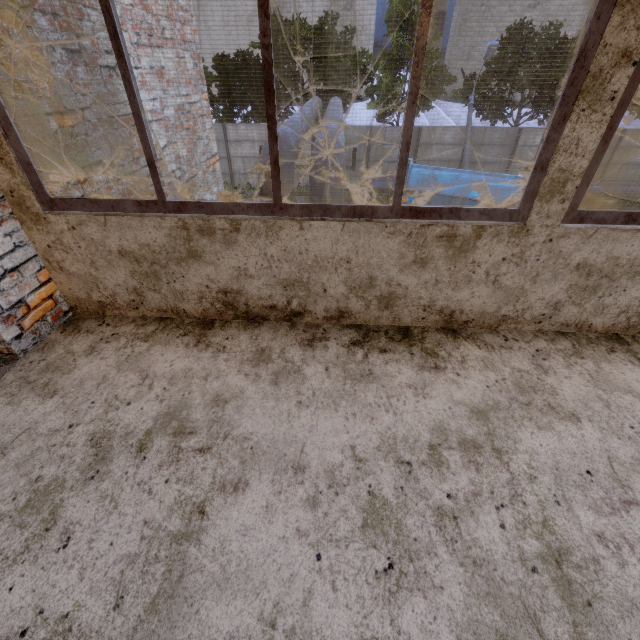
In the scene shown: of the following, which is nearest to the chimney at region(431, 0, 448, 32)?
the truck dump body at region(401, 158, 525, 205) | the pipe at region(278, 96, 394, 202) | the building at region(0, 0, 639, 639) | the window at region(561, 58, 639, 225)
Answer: the pipe at region(278, 96, 394, 202)

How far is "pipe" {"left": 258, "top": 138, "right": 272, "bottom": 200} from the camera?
5.04m

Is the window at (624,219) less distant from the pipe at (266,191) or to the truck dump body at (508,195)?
the pipe at (266,191)

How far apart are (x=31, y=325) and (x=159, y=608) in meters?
2.0 m

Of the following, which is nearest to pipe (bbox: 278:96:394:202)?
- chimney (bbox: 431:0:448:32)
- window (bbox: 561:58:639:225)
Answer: window (bbox: 561:58:639:225)

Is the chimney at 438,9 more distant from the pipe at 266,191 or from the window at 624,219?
the window at 624,219

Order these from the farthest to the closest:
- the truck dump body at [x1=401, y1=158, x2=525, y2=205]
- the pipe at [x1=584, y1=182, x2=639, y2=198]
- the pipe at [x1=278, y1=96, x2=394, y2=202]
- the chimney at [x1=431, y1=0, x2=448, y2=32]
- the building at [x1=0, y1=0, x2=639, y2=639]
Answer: the chimney at [x1=431, y1=0, x2=448, y2=32], the pipe at [x1=584, y1=182, x2=639, y2=198], the truck dump body at [x1=401, y1=158, x2=525, y2=205], the pipe at [x1=278, y1=96, x2=394, y2=202], the building at [x1=0, y1=0, x2=639, y2=639]
